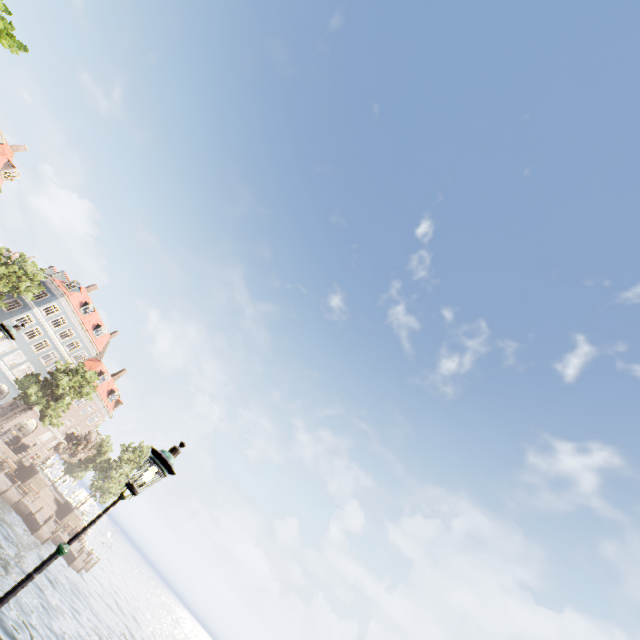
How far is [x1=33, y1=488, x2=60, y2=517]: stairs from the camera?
37.2 meters

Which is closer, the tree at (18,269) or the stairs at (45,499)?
the tree at (18,269)

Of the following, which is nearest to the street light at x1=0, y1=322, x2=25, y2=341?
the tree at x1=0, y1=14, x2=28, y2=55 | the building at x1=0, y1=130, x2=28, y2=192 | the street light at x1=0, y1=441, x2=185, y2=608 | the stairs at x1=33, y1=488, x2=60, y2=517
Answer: the street light at x1=0, y1=441, x2=185, y2=608

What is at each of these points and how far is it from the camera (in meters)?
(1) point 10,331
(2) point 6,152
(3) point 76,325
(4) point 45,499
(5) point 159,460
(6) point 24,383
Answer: (1) street light, 8.09
(2) building, 37.62
(3) building, 45.78
(4) stairs, 38.22
(5) street light, 4.44
(6) tree, 34.84

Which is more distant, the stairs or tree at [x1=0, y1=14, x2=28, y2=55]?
the stairs

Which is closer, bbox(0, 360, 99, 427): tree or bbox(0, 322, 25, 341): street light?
bbox(0, 322, 25, 341): street light

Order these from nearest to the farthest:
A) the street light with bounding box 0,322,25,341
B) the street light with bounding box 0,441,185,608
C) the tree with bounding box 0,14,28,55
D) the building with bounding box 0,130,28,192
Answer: the street light with bounding box 0,441,185,608 → the street light with bounding box 0,322,25,341 → the tree with bounding box 0,14,28,55 → the building with bounding box 0,130,28,192

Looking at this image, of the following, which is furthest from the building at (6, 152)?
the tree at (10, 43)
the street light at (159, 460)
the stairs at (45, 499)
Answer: the street light at (159, 460)
